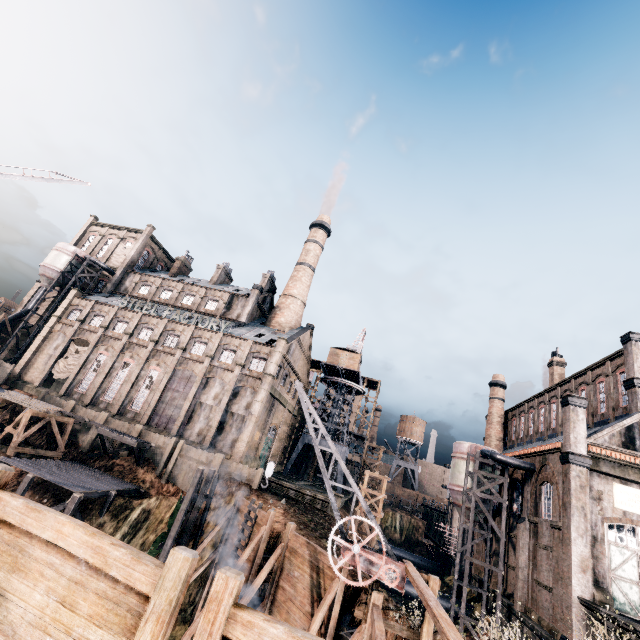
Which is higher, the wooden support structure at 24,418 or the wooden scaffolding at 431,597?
the wooden scaffolding at 431,597

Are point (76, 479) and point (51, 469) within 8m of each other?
yes

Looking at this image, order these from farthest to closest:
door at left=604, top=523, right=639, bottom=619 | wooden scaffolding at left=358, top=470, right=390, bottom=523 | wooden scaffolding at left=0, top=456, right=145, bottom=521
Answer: wooden scaffolding at left=358, top=470, right=390, bottom=523 < wooden scaffolding at left=0, top=456, right=145, bottom=521 < door at left=604, top=523, right=639, bottom=619

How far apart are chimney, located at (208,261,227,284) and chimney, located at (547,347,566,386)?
52.74m

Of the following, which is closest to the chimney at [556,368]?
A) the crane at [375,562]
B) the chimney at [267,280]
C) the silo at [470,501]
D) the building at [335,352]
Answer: the silo at [470,501]

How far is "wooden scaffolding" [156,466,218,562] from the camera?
21.5m

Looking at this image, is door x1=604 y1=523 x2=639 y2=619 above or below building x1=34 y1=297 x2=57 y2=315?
below

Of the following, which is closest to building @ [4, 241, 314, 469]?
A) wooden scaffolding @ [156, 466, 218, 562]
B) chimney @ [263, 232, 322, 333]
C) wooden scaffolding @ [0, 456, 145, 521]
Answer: chimney @ [263, 232, 322, 333]
